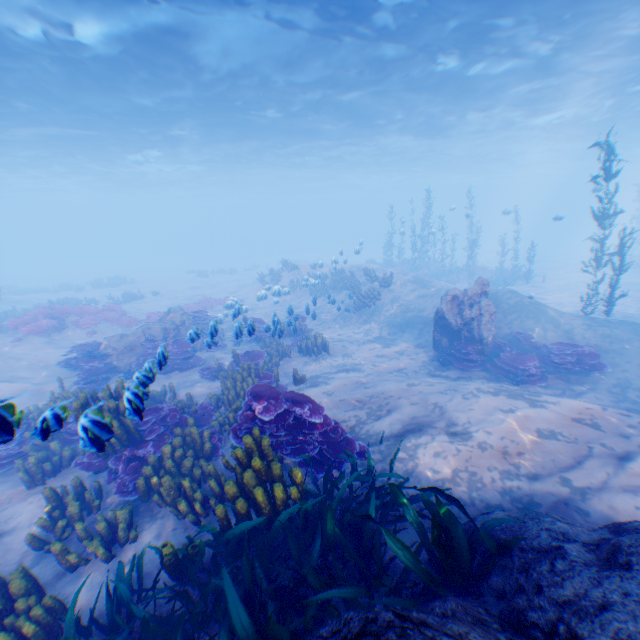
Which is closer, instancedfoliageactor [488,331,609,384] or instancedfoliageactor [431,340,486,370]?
instancedfoliageactor [488,331,609,384]

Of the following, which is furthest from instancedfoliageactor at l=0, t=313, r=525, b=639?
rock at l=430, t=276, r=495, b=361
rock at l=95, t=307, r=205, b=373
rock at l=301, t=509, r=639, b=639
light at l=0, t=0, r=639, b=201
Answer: light at l=0, t=0, r=639, b=201

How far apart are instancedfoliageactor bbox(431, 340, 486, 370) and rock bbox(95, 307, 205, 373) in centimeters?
987cm

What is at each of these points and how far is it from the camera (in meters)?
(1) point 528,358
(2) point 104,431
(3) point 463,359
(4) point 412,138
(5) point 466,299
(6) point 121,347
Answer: (1) instancedfoliageactor, 10.02
(2) instancedfoliageactor, 4.05
(3) instancedfoliageactor, 11.09
(4) light, 30.48
(5) rock, 11.33
(6) rock, 12.50

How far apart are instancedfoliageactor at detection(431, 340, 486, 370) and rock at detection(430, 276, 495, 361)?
0.0m

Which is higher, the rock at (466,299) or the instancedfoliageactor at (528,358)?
the rock at (466,299)

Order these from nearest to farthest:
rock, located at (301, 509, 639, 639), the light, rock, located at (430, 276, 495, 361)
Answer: rock, located at (301, 509, 639, 639) < rock, located at (430, 276, 495, 361) < the light

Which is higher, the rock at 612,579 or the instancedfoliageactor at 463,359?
the rock at 612,579
